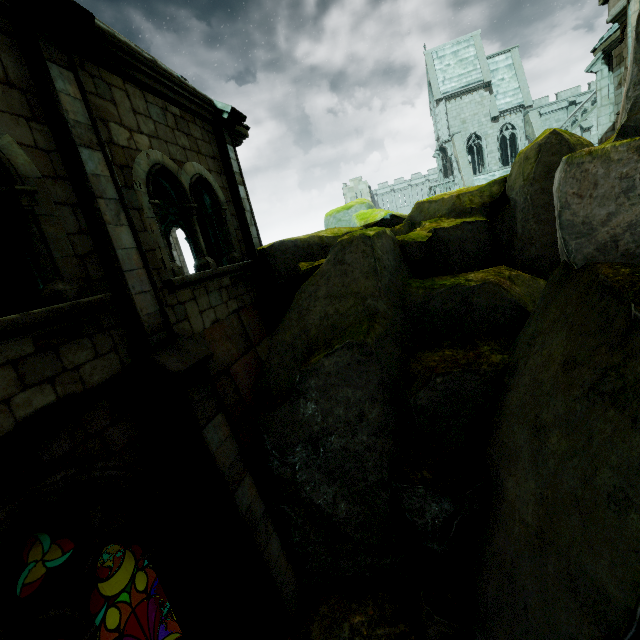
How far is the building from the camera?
32.44m

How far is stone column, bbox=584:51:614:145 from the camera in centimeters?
1303cm

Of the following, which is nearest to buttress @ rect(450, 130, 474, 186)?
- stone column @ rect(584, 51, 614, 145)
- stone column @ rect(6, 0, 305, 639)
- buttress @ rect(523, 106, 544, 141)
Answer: buttress @ rect(523, 106, 544, 141)

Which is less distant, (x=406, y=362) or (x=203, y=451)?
(x=203, y=451)

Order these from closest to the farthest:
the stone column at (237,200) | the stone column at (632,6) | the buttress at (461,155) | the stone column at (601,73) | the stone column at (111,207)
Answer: the stone column at (111,207), the stone column at (237,200), the stone column at (632,6), the stone column at (601,73), the buttress at (461,155)

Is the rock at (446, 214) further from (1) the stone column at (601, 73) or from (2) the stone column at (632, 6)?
(1) the stone column at (601, 73)

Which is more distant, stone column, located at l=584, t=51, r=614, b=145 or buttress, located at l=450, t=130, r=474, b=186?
buttress, located at l=450, t=130, r=474, b=186

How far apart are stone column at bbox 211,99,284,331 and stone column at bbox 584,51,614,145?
15.4 meters
